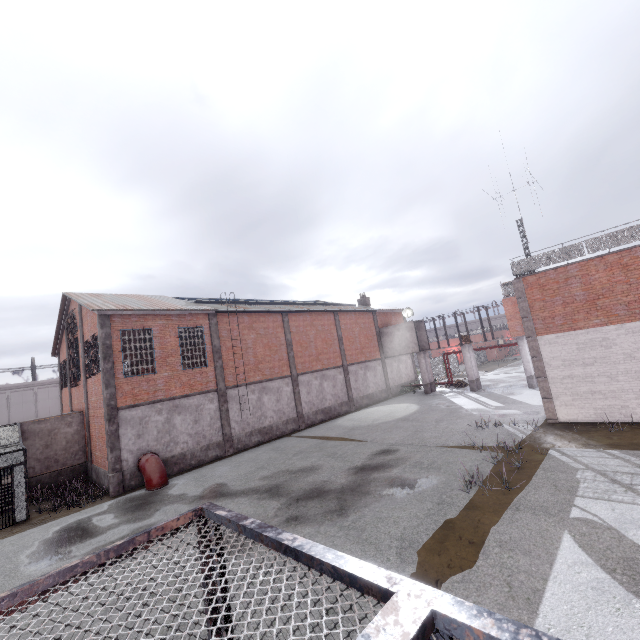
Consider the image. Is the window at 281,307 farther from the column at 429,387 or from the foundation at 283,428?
the foundation at 283,428

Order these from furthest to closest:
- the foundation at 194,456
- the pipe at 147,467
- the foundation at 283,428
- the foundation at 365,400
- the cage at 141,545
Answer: the foundation at 365,400 < the foundation at 283,428 < the foundation at 194,456 < the pipe at 147,467 < the cage at 141,545

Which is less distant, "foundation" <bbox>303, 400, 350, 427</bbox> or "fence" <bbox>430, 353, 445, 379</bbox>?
"foundation" <bbox>303, 400, 350, 427</bbox>

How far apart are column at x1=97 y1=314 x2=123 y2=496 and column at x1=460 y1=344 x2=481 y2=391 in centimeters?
2559cm

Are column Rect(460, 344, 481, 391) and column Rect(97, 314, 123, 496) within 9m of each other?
no

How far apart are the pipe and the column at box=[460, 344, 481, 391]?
23.7 meters

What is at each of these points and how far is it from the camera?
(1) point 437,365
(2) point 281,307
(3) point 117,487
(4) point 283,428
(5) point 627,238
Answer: (1) fence, 40.7 meters
(2) window, 25.3 meters
(3) column, 15.4 meters
(4) foundation, 22.7 meters
(5) metal railing, 13.5 meters

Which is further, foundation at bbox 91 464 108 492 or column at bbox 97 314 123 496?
foundation at bbox 91 464 108 492
